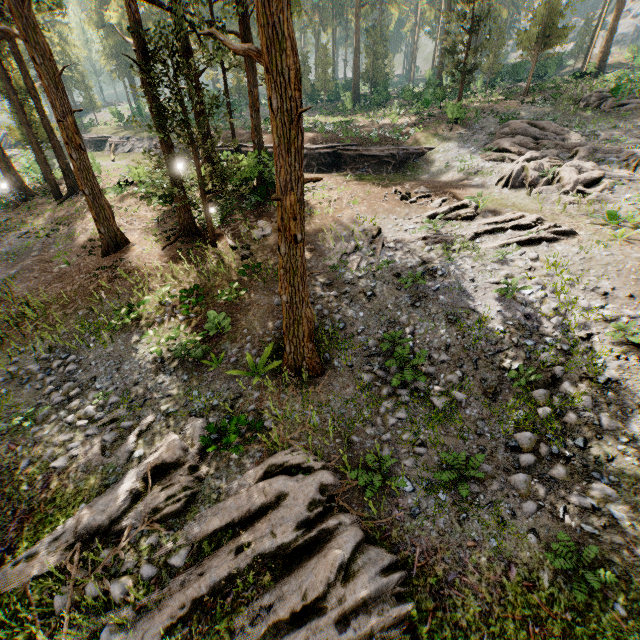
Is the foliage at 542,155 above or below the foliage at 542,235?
above

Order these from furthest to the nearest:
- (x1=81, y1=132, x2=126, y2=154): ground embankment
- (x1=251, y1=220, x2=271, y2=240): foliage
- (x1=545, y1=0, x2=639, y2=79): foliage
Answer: (x1=81, y1=132, x2=126, y2=154): ground embankment < (x1=545, y1=0, x2=639, y2=79): foliage < (x1=251, y1=220, x2=271, y2=240): foliage

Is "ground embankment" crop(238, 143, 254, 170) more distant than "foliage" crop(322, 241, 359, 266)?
Yes

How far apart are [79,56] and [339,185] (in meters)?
63.97

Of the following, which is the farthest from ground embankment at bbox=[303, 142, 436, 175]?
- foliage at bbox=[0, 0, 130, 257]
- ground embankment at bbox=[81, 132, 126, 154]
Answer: ground embankment at bbox=[81, 132, 126, 154]

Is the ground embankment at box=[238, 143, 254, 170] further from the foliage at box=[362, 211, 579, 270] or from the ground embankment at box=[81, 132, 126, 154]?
the ground embankment at box=[81, 132, 126, 154]

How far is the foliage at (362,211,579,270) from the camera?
13.3 meters
